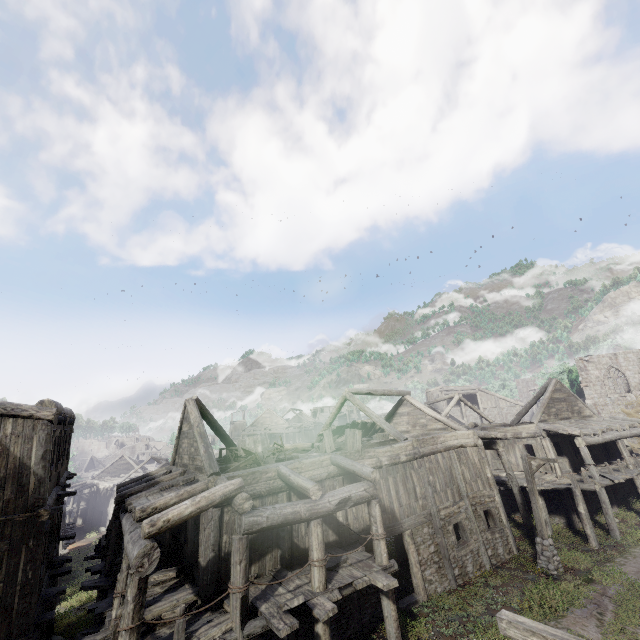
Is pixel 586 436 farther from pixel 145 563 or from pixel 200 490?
pixel 145 563

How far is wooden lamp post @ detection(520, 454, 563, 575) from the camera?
14.05m

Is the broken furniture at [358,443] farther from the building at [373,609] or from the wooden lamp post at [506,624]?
the wooden lamp post at [506,624]

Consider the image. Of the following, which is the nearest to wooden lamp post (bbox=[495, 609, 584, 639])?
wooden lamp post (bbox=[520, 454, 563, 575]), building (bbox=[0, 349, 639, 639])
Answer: building (bbox=[0, 349, 639, 639])

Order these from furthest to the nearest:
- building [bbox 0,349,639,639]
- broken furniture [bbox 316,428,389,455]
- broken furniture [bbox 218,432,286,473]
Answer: broken furniture [bbox 316,428,389,455] → broken furniture [bbox 218,432,286,473] → building [bbox 0,349,639,639]

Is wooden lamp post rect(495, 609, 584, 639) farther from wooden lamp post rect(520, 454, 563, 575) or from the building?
wooden lamp post rect(520, 454, 563, 575)

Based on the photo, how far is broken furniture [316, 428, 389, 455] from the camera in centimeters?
1379cm

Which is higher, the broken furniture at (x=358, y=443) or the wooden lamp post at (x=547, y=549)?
the broken furniture at (x=358, y=443)
